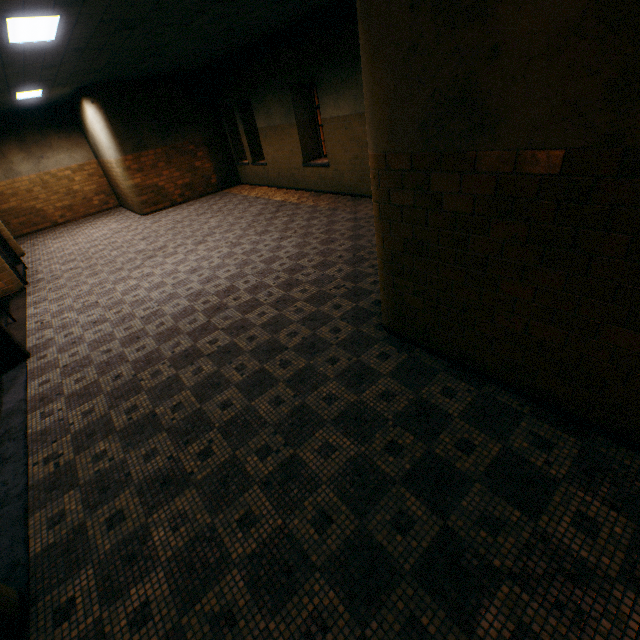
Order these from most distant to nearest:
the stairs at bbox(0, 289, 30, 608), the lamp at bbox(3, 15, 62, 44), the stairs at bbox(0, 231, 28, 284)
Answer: the stairs at bbox(0, 231, 28, 284), the lamp at bbox(3, 15, 62, 44), the stairs at bbox(0, 289, 30, 608)

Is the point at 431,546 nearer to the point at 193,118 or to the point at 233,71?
the point at 233,71

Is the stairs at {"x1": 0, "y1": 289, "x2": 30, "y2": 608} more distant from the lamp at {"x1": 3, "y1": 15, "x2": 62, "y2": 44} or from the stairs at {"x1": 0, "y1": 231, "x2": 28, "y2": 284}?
the lamp at {"x1": 3, "y1": 15, "x2": 62, "y2": 44}

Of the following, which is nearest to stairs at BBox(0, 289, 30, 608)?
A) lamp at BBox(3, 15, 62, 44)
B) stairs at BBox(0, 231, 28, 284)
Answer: stairs at BBox(0, 231, 28, 284)

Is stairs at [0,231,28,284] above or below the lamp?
below

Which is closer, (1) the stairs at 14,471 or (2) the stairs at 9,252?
(1) the stairs at 14,471

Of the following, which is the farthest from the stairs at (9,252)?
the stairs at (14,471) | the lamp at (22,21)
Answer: the lamp at (22,21)
